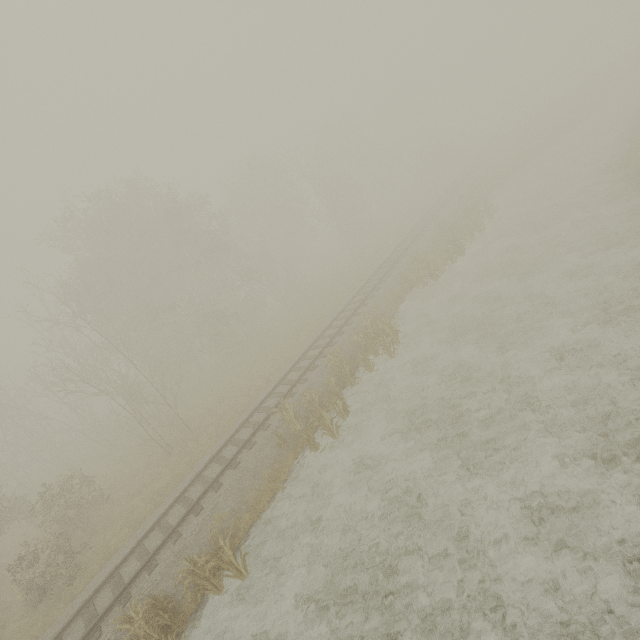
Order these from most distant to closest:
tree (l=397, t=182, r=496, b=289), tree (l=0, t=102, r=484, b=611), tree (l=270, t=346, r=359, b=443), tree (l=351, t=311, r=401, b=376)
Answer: tree (l=397, t=182, r=496, b=289) < tree (l=0, t=102, r=484, b=611) < tree (l=351, t=311, r=401, b=376) < tree (l=270, t=346, r=359, b=443)

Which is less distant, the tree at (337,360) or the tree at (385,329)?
the tree at (337,360)

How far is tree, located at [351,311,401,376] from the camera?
14.6 meters

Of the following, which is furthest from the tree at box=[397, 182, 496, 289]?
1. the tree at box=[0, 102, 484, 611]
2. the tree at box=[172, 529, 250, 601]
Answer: the tree at box=[172, 529, 250, 601]

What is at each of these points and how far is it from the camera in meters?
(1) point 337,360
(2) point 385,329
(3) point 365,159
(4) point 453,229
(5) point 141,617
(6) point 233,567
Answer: (1) tree, 15.0
(2) tree, 15.6
(3) tree, 52.3
(4) tree, 20.9
(5) tree, 8.5
(6) tree, 9.1

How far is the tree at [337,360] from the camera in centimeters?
1207cm

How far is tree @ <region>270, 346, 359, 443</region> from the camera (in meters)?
12.07

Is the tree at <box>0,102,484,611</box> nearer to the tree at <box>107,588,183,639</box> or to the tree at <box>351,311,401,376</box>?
the tree at <box>351,311,401,376</box>
